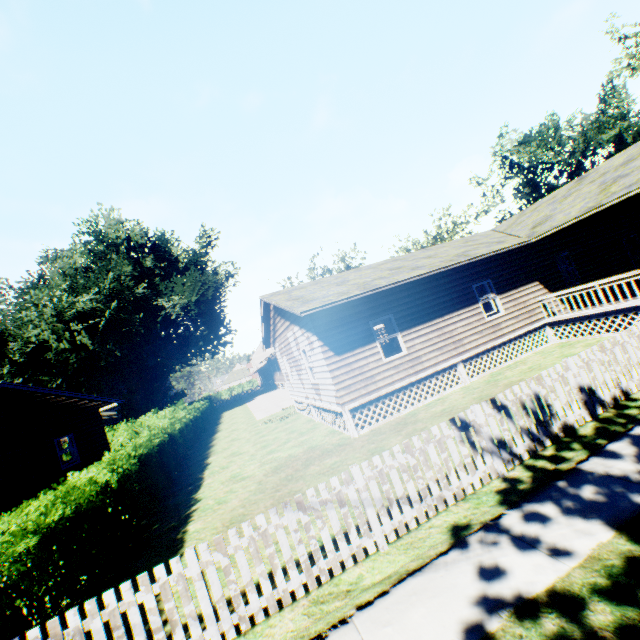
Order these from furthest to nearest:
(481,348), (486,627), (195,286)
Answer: (195,286), (481,348), (486,627)

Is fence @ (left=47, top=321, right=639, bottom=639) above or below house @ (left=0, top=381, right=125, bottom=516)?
below

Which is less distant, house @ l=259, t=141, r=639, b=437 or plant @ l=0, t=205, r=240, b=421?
house @ l=259, t=141, r=639, b=437

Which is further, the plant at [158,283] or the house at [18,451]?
the plant at [158,283]

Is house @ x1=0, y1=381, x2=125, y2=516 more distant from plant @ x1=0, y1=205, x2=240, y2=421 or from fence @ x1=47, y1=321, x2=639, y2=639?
fence @ x1=47, y1=321, x2=639, y2=639

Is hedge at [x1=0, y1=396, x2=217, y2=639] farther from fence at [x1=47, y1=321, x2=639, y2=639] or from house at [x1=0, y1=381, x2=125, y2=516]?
house at [x1=0, y1=381, x2=125, y2=516]

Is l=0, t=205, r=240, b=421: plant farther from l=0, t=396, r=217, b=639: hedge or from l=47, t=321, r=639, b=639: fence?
l=47, t=321, r=639, b=639: fence

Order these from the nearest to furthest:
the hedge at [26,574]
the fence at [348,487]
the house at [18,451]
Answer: the fence at [348,487] < the hedge at [26,574] < the house at [18,451]
